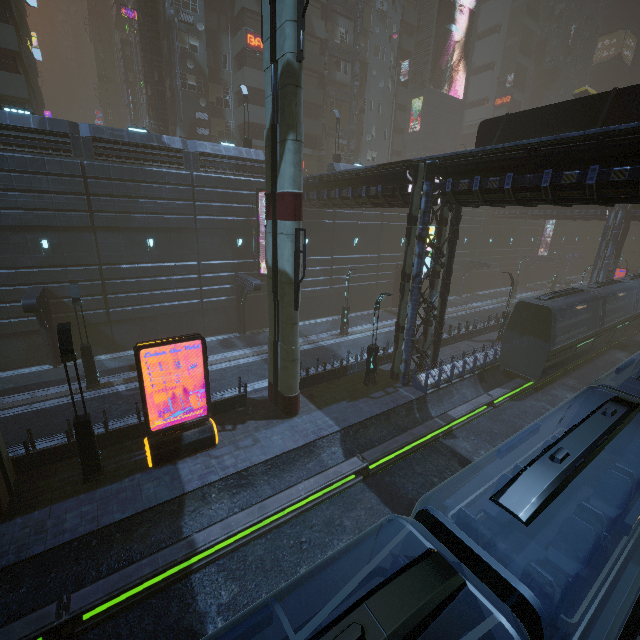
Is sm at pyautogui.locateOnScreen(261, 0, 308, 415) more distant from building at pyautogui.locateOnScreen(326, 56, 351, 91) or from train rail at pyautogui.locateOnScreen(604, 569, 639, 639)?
train rail at pyautogui.locateOnScreen(604, 569, 639, 639)

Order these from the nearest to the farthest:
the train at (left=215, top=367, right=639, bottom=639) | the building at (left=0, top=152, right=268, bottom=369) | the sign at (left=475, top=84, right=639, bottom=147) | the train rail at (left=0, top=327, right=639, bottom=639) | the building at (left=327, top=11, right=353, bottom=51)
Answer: the train at (left=215, top=367, right=639, bottom=639) → the train rail at (left=0, top=327, right=639, bottom=639) → the sign at (left=475, top=84, right=639, bottom=147) → the building at (left=0, top=152, right=268, bottom=369) → the building at (left=327, top=11, right=353, bottom=51)

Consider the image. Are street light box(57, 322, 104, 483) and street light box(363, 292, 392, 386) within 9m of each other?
no

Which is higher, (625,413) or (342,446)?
(625,413)

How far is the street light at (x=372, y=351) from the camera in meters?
17.3 m

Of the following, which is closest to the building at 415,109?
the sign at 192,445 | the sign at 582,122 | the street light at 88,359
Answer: the sign at 582,122

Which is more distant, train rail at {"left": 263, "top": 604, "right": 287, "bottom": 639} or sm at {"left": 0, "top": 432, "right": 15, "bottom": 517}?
sm at {"left": 0, "top": 432, "right": 15, "bottom": 517}

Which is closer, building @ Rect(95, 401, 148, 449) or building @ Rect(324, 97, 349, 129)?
building @ Rect(95, 401, 148, 449)
